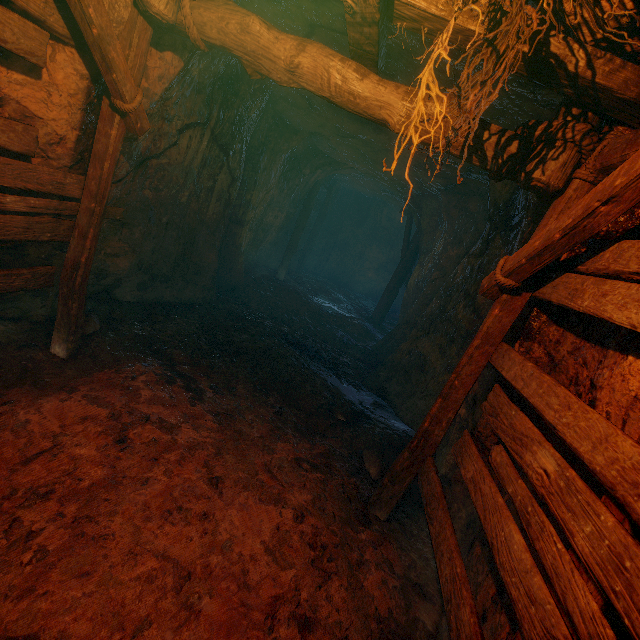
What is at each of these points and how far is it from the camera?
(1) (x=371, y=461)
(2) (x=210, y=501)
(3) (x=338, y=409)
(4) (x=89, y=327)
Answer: (1) instancedfoliageactor, 4.4 meters
(2) z, 3.0 meters
(3) instancedfoliageactor, 5.1 meters
(4) instancedfoliageactor, 4.5 meters

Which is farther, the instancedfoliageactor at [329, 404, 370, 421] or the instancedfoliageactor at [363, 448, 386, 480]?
the instancedfoliageactor at [329, 404, 370, 421]

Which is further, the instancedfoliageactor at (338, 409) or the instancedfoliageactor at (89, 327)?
the instancedfoliageactor at (338, 409)

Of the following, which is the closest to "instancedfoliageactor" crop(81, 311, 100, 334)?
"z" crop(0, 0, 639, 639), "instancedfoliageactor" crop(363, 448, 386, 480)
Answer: "z" crop(0, 0, 639, 639)

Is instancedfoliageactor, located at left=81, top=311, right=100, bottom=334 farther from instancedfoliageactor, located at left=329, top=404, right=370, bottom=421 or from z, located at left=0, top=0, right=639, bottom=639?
instancedfoliageactor, located at left=329, top=404, right=370, bottom=421

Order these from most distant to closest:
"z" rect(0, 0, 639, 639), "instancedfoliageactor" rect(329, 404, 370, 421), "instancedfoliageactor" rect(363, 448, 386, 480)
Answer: "instancedfoliageactor" rect(329, 404, 370, 421)
"instancedfoliageactor" rect(363, 448, 386, 480)
"z" rect(0, 0, 639, 639)

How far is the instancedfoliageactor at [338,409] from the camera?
5.1 meters
